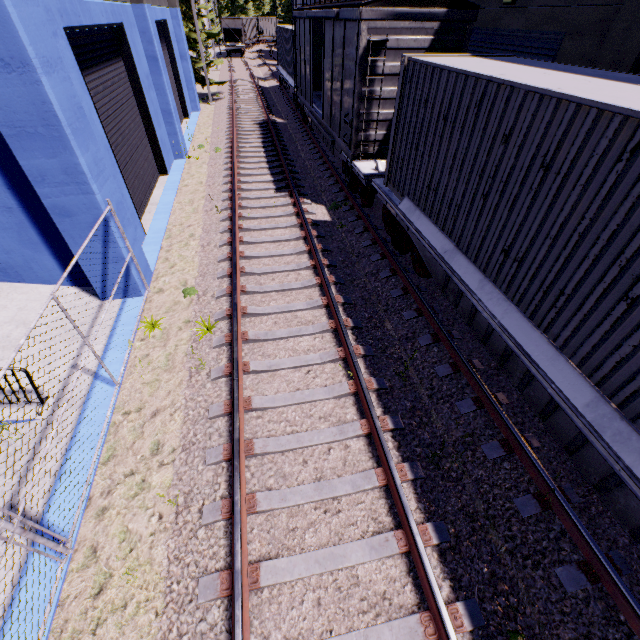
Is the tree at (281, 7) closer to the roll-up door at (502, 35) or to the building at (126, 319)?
the building at (126, 319)

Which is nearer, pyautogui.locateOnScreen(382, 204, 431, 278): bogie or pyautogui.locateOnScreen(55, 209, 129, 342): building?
pyautogui.locateOnScreen(55, 209, 129, 342): building

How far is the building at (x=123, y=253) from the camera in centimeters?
641cm

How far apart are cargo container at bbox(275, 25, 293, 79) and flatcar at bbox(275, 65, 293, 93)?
0.01m

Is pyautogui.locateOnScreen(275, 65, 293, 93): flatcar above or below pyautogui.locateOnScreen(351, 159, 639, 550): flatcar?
above

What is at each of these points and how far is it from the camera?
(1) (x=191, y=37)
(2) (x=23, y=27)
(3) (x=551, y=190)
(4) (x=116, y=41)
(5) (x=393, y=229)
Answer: (1) tree, 21.9m
(2) building, 4.4m
(3) cargo container, 3.8m
(4) roll-up door, 10.1m
(5) bogie, 8.1m

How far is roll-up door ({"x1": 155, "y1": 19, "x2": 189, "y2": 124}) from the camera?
16.84m

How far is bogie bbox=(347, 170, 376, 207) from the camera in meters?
9.8
